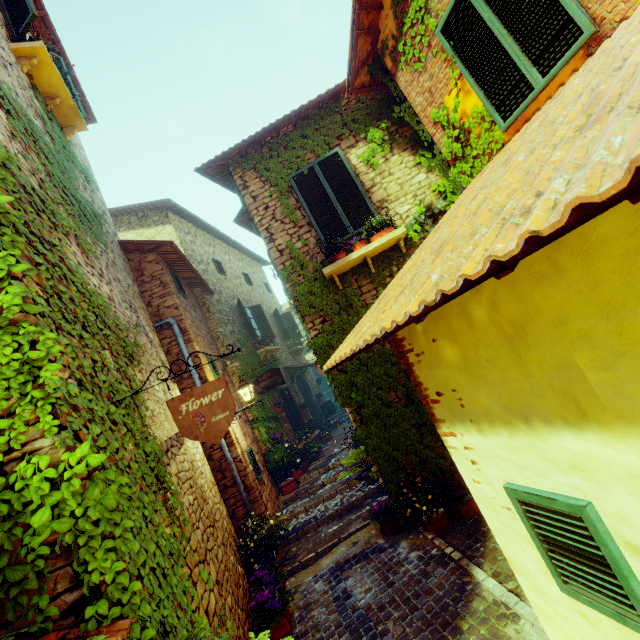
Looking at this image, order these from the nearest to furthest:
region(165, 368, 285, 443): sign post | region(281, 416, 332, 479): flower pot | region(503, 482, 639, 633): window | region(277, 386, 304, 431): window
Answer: region(503, 482, 639, 633): window
region(165, 368, 285, 443): sign post
region(281, 416, 332, 479): flower pot
region(277, 386, 304, 431): window

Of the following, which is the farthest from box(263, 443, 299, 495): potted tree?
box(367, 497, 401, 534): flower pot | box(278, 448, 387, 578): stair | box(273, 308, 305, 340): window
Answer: box(273, 308, 305, 340): window

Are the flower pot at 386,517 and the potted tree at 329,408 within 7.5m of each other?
no

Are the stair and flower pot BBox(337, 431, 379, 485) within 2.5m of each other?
yes

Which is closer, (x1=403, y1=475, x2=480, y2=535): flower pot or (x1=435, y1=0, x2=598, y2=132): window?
(x1=435, y1=0, x2=598, y2=132): window

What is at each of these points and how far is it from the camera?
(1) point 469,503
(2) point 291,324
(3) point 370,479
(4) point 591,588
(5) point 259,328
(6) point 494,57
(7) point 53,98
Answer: (1) flower pot, 4.7m
(2) window, 17.3m
(3) flower pot, 7.2m
(4) window, 1.9m
(5) window, 13.5m
(6) window, 3.7m
(7) window sill, 5.5m

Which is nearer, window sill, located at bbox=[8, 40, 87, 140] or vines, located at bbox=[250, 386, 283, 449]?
window sill, located at bbox=[8, 40, 87, 140]

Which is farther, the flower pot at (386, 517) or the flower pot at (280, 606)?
the flower pot at (386, 517)
